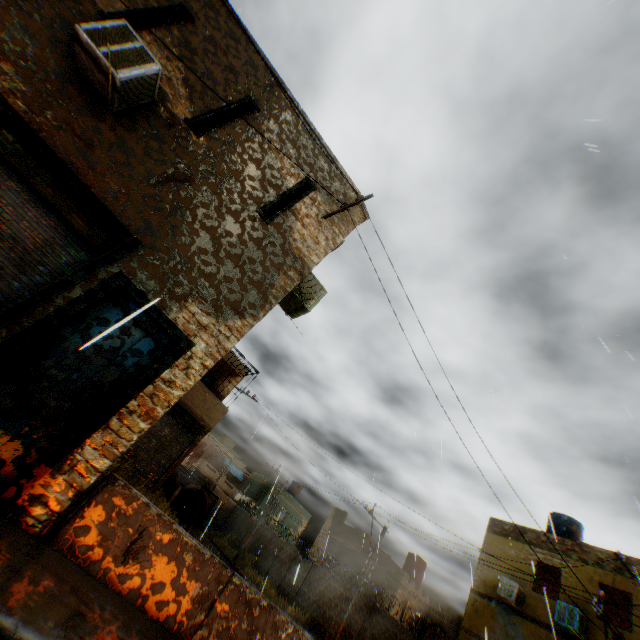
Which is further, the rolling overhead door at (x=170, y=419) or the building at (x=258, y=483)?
the building at (x=258, y=483)

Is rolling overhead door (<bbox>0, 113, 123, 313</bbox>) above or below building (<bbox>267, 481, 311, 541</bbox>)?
below

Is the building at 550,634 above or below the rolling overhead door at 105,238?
above

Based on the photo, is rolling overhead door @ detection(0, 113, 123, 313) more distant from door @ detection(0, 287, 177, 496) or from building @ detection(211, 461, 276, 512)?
building @ detection(211, 461, 276, 512)

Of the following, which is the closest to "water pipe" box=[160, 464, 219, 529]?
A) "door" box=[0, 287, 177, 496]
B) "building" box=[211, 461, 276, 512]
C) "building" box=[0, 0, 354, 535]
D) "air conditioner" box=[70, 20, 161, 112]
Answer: "building" box=[211, 461, 276, 512]

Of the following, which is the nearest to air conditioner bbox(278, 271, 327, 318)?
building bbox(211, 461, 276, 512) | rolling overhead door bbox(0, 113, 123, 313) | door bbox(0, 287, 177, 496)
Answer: rolling overhead door bbox(0, 113, 123, 313)

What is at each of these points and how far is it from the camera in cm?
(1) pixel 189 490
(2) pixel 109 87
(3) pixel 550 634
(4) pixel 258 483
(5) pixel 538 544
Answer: (1) water pipe, 3662
(2) air conditioner, 493
(3) building, 1398
(4) building, 4134
(5) building, 1673

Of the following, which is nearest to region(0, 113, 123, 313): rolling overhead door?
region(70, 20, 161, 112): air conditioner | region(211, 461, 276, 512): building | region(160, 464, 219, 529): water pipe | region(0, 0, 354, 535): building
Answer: region(0, 0, 354, 535): building
